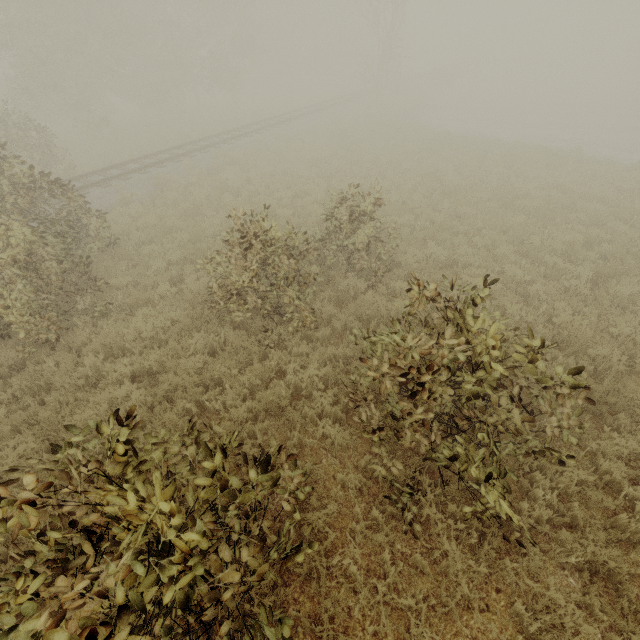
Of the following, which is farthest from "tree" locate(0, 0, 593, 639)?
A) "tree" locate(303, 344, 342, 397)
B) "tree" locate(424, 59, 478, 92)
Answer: "tree" locate(424, 59, 478, 92)

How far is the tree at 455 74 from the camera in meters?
37.8

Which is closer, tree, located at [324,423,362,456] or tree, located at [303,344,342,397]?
tree, located at [324,423,362,456]

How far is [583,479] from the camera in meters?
4.6

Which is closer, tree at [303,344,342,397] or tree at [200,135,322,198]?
tree at [303,344,342,397]

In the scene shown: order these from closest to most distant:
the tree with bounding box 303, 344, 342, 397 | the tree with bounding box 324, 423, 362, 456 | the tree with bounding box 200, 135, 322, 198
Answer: the tree with bounding box 324, 423, 362, 456, the tree with bounding box 303, 344, 342, 397, the tree with bounding box 200, 135, 322, 198

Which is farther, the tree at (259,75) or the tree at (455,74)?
the tree at (455,74)
